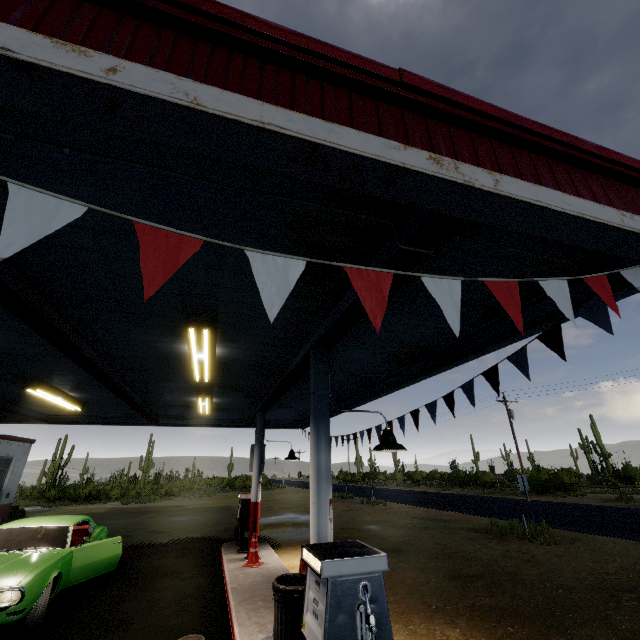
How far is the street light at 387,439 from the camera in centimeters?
447cm

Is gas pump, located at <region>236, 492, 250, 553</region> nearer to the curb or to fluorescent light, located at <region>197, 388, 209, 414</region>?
the curb

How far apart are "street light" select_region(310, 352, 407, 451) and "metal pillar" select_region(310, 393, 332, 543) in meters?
0.0 m

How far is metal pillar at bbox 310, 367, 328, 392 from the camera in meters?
4.6 m

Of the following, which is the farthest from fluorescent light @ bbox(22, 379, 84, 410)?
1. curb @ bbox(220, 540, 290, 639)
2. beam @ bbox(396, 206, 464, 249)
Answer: curb @ bbox(220, 540, 290, 639)

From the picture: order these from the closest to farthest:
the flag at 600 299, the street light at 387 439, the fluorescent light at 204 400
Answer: the flag at 600 299, the street light at 387 439, the fluorescent light at 204 400

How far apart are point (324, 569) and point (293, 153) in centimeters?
322cm

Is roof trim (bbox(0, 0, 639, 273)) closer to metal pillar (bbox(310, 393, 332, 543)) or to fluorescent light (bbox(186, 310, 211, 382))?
metal pillar (bbox(310, 393, 332, 543))
